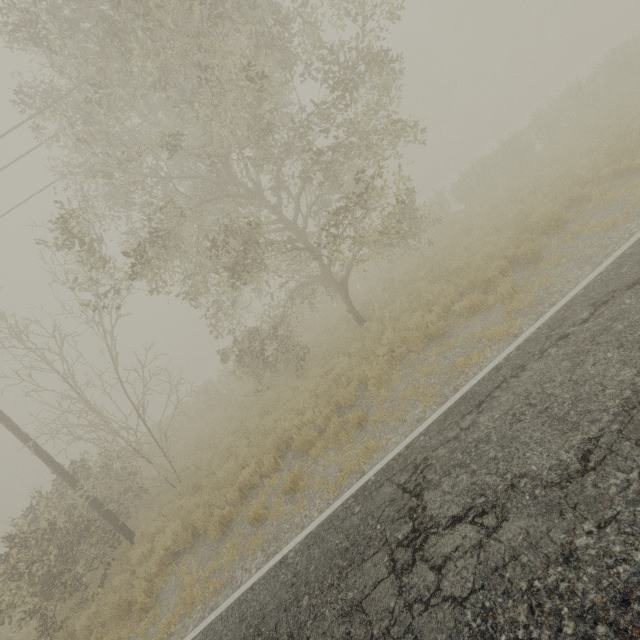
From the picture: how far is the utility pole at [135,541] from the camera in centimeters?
1064cm

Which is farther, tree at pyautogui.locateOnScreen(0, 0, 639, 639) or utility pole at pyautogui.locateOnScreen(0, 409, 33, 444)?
utility pole at pyautogui.locateOnScreen(0, 409, 33, 444)

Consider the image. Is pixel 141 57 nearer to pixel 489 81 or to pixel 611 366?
pixel 611 366

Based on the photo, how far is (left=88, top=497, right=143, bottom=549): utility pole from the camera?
10.6 meters

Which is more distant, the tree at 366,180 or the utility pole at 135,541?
the utility pole at 135,541

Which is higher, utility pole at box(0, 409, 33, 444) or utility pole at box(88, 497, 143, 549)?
utility pole at box(0, 409, 33, 444)
